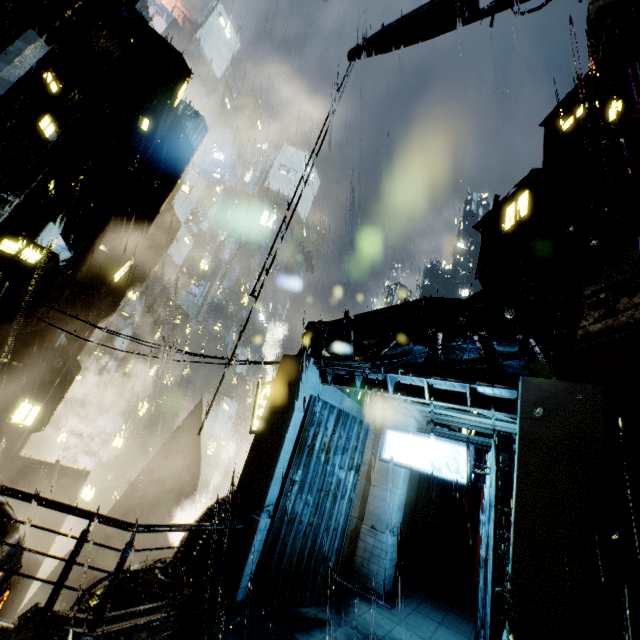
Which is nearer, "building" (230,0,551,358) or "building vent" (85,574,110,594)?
"building vent" (85,574,110,594)

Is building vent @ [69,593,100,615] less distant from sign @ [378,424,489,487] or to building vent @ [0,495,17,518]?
building vent @ [0,495,17,518]

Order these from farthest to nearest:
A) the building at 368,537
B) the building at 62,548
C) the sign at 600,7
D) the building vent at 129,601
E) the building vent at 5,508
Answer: the building at 62,548
the building vent at 5,508
the building at 368,537
the building vent at 129,601
the sign at 600,7

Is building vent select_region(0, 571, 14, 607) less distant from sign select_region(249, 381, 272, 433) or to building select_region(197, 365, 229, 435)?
building select_region(197, 365, 229, 435)

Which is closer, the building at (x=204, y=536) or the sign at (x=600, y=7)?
the sign at (x=600, y=7)

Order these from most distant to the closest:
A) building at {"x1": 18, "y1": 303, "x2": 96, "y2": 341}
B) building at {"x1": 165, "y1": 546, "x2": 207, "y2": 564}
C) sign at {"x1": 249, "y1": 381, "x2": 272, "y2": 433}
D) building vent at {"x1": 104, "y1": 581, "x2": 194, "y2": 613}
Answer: building at {"x1": 18, "y1": 303, "x2": 96, "y2": 341} < sign at {"x1": 249, "y1": 381, "x2": 272, "y2": 433} < building at {"x1": 165, "y1": 546, "x2": 207, "y2": 564} < building vent at {"x1": 104, "y1": 581, "x2": 194, "y2": 613}

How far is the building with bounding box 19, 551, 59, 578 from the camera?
13.73m

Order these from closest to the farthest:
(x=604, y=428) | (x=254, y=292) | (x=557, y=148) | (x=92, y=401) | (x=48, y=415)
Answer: (x=604, y=428)
(x=254, y=292)
(x=557, y=148)
(x=48, y=415)
(x=92, y=401)
